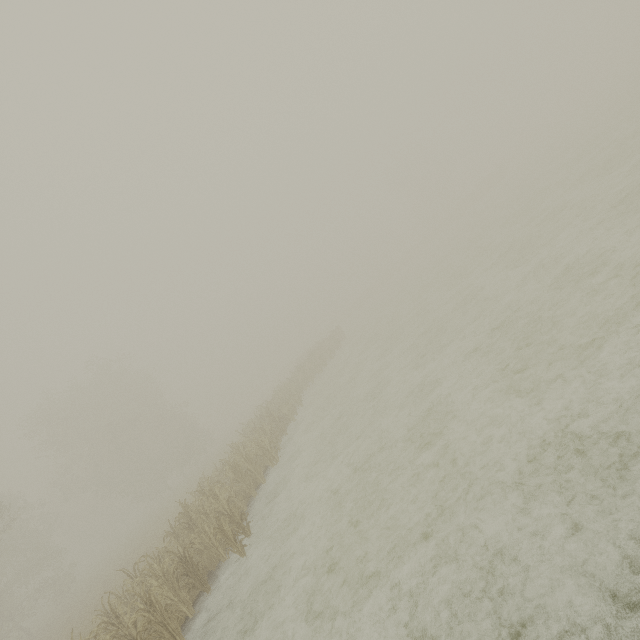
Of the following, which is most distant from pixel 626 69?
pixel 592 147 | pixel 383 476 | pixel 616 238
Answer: pixel 383 476
